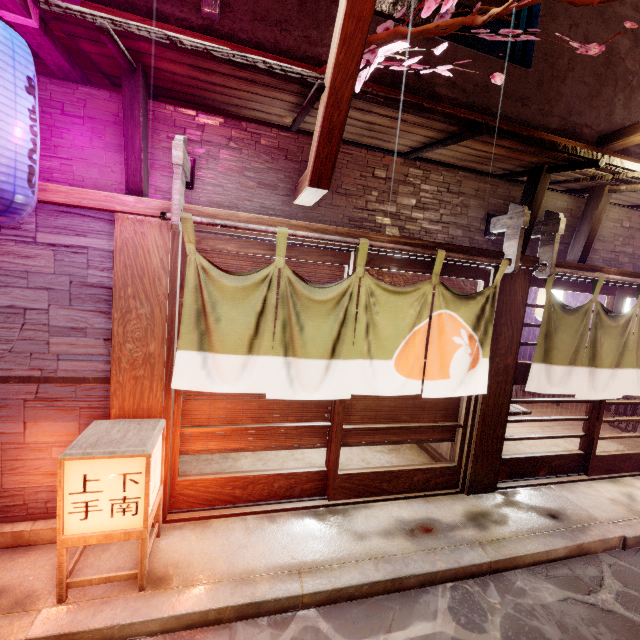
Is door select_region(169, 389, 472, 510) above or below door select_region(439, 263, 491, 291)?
below

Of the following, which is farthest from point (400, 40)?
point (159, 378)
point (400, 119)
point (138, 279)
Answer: point (159, 378)

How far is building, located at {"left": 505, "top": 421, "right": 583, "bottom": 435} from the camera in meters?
11.3

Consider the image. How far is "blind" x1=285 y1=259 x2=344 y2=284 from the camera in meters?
6.0 m

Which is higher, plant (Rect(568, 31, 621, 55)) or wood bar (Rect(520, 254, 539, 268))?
plant (Rect(568, 31, 621, 55))

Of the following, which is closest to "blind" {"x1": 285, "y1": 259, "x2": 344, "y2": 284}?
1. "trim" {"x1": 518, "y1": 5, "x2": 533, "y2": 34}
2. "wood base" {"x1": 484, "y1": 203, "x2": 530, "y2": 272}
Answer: "wood base" {"x1": 484, "y1": 203, "x2": 530, "y2": 272}

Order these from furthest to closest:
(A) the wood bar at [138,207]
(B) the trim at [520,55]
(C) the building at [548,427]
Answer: (C) the building at [548,427] < (B) the trim at [520,55] < (A) the wood bar at [138,207]

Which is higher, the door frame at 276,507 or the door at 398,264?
the door at 398,264
